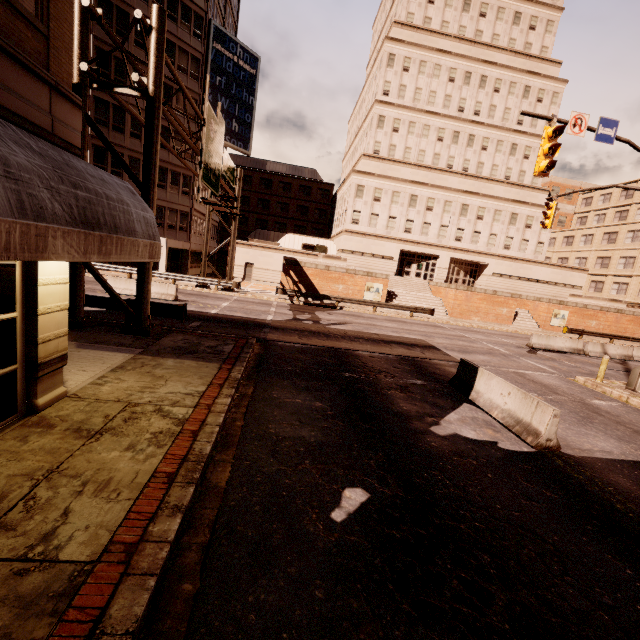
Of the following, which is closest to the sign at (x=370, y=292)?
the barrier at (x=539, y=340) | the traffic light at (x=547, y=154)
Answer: the barrier at (x=539, y=340)

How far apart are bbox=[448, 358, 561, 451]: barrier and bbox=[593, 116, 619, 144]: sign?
9.02m

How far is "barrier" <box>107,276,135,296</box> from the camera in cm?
1931

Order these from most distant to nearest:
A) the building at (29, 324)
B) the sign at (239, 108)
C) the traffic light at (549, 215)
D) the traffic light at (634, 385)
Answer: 1. the traffic light at (549, 215)
2. the traffic light at (634, 385)
3. the sign at (239, 108)
4. the building at (29, 324)

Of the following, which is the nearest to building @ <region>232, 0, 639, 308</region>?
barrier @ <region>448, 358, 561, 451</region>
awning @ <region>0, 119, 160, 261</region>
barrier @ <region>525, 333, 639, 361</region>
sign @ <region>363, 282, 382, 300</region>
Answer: sign @ <region>363, 282, 382, 300</region>

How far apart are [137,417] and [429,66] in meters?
50.5 m

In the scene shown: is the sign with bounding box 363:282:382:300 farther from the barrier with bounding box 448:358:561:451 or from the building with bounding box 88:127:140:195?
the barrier with bounding box 448:358:561:451

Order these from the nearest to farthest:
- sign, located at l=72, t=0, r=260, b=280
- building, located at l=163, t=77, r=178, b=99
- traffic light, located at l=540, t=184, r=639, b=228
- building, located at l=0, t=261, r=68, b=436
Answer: building, located at l=0, t=261, r=68, b=436
sign, located at l=72, t=0, r=260, b=280
traffic light, located at l=540, t=184, r=639, b=228
building, located at l=163, t=77, r=178, b=99
